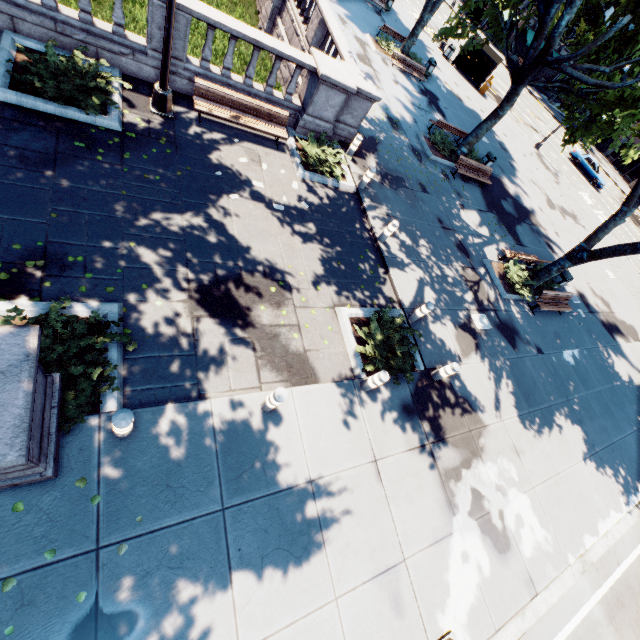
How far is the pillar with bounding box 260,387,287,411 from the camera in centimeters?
587cm

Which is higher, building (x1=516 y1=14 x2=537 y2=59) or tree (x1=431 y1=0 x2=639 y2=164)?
tree (x1=431 y1=0 x2=639 y2=164)

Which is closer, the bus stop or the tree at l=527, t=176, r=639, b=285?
the tree at l=527, t=176, r=639, b=285

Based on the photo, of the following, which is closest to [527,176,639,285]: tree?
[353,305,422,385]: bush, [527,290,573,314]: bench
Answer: [527,290,573,314]: bench

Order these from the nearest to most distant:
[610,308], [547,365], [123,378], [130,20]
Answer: [123,378] → [547,365] → [130,20] → [610,308]

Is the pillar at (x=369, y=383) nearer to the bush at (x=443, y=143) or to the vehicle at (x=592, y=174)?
the bush at (x=443, y=143)

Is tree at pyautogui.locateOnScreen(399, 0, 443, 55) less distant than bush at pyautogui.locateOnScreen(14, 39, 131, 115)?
No

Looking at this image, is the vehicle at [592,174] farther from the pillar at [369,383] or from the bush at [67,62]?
the bush at [67,62]
